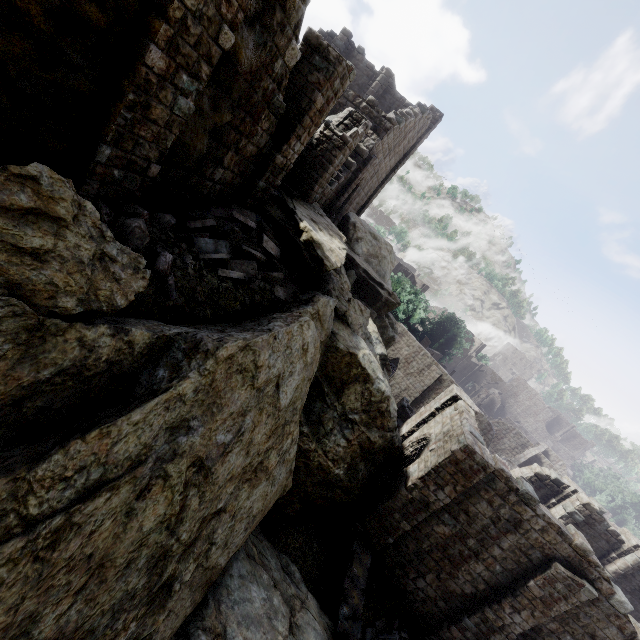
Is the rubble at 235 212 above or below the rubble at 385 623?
above

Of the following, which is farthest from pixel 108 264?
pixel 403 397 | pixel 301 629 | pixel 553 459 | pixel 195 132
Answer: pixel 553 459

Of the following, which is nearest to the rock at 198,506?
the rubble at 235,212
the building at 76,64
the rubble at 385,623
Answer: the rubble at 235,212

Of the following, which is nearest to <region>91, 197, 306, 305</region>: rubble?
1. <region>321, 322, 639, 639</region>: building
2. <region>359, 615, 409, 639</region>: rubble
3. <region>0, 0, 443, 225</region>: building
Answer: <region>0, 0, 443, 225</region>: building

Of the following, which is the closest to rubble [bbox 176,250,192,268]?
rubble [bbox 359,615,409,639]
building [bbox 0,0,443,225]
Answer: building [bbox 0,0,443,225]

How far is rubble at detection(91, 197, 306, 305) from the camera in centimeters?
589cm

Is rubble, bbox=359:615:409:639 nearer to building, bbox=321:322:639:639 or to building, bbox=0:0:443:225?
building, bbox=321:322:639:639
